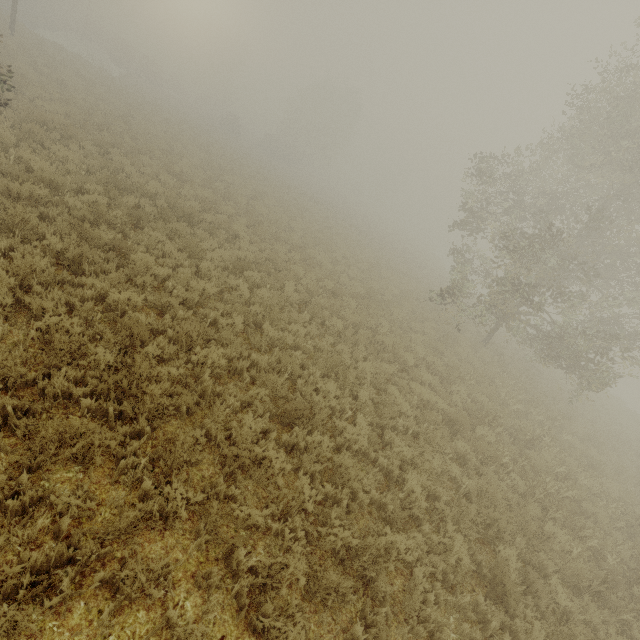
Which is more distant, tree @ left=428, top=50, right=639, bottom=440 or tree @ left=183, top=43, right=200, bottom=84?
tree @ left=183, top=43, right=200, bottom=84

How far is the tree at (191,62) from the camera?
56.0m

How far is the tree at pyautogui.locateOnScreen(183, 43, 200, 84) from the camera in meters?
56.0

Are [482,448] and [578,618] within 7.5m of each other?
yes

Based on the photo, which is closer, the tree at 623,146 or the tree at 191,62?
the tree at 623,146
